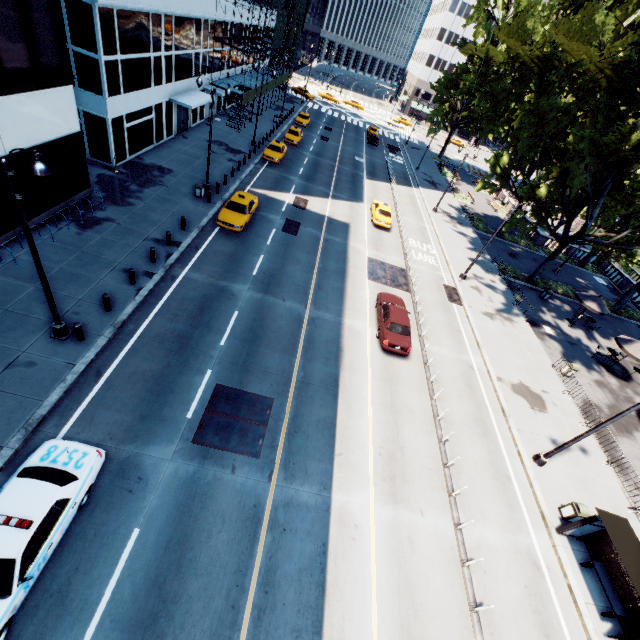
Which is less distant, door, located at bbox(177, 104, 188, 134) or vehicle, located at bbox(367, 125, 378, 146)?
door, located at bbox(177, 104, 188, 134)

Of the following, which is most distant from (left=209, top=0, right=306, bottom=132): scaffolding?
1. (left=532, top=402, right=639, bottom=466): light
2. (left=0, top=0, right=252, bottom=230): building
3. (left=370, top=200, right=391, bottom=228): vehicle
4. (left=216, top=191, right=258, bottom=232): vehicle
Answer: (left=532, top=402, right=639, bottom=466): light

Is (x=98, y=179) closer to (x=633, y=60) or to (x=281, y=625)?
(x=281, y=625)

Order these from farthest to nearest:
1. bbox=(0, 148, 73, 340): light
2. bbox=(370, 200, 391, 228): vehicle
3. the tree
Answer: bbox=(370, 200, 391, 228): vehicle, the tree, bbox=(0, 148, 73, 340): light

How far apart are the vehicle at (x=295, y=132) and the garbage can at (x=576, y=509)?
42.1m

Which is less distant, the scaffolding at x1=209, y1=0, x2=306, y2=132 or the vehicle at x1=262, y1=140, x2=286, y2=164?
the vehicle at x1=262, y1=140, x2=286, y2=164

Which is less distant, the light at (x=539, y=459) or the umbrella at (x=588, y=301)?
the light at (x=539, y=459)

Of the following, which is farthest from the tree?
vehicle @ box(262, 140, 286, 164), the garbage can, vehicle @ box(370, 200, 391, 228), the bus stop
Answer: vehicle @ box(262, 140, 286, 164)
